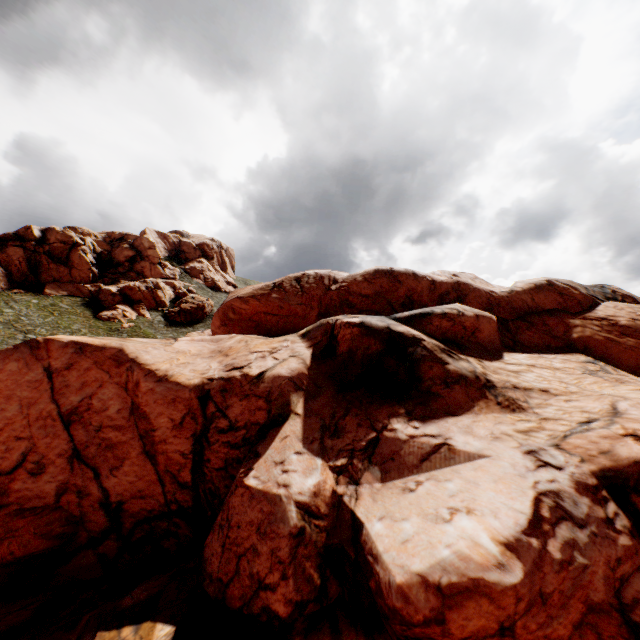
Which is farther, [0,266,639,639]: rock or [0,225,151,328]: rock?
[0,225,151,328]: rock

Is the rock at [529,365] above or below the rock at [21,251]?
below

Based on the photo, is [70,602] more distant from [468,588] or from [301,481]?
[468,588]

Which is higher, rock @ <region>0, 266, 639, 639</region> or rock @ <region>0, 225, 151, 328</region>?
rock @ <region>0, 225, 151, 328</region>

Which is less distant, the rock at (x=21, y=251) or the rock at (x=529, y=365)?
the rock at (x=529, y=365)
